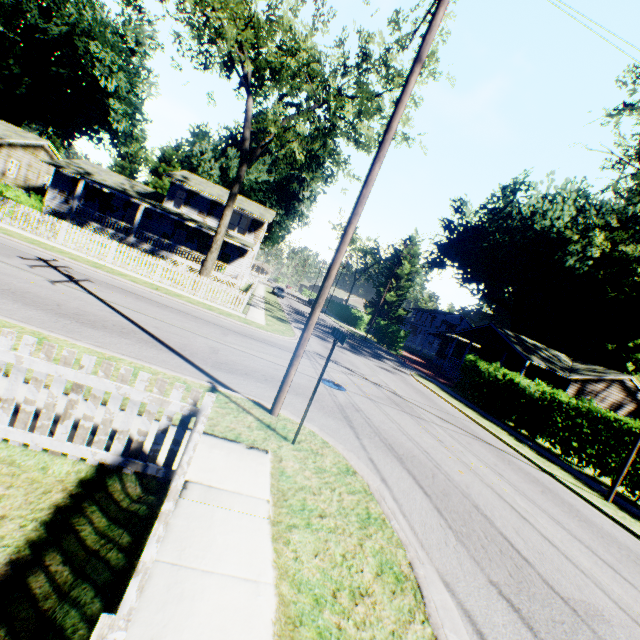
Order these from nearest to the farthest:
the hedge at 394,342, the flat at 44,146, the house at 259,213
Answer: the flat at 44,146
the house at 259,213
the hedge at 394,342

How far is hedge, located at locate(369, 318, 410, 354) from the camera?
35.59m

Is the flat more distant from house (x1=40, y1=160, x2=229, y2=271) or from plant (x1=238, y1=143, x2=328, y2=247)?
plant (x1=238, y1=143, x2=328, y2=247)

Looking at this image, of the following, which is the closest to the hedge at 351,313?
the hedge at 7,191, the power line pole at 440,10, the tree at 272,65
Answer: the tree at 272,65

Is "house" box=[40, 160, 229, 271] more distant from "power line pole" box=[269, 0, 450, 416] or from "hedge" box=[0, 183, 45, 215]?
"power line pole" box=[269, 0, 450, 416]

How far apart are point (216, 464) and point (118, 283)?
12.36m

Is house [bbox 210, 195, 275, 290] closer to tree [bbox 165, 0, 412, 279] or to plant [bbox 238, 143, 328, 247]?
plant [bbox 238, 143, 328, 247]

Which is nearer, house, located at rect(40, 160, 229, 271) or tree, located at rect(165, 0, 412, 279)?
tree, located at rect(165, 0, 412, 279)
